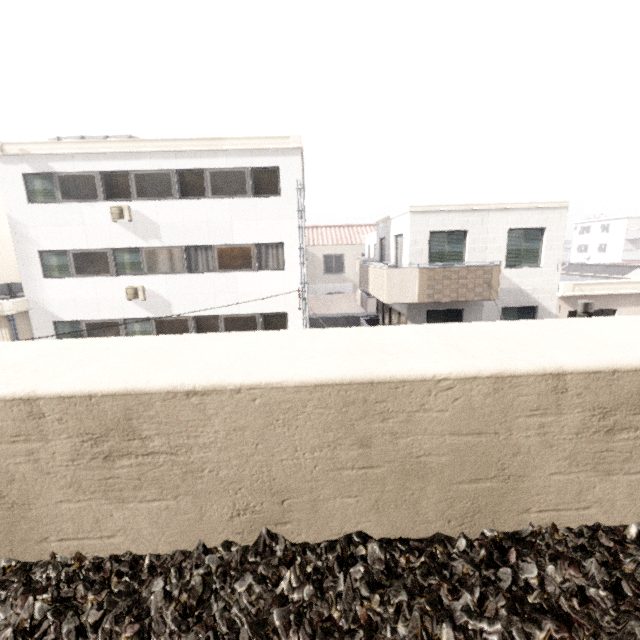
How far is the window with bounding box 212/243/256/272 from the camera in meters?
13.5

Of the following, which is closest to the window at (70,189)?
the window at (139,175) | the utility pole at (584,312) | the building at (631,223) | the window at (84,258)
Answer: the window at (139,175)

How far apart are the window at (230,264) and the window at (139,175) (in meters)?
2.13

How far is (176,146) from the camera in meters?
12.7 m

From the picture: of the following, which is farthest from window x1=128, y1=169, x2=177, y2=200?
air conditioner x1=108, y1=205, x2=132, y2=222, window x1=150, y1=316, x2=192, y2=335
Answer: window x1=150, y1=316, x2=192, y2=335

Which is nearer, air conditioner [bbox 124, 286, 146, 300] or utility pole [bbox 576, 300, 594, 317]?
utility pole [bbox 576, 300, 594, 317]

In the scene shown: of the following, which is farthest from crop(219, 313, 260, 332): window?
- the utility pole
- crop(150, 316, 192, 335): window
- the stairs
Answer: the utility pole

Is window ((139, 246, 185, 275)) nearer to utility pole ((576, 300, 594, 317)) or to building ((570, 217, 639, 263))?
utility pole ((576, 300, 594, 317))
